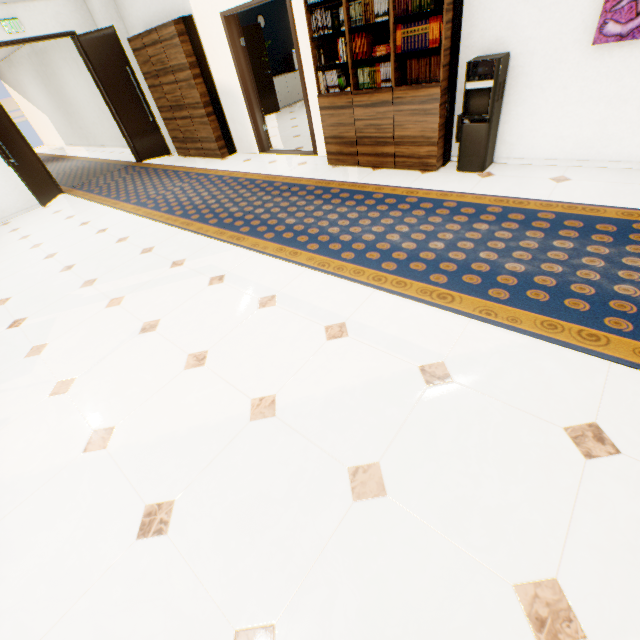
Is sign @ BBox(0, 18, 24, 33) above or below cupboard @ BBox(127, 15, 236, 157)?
above

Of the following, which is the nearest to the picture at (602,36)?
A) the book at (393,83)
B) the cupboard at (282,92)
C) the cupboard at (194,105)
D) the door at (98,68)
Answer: the book at (393,83)

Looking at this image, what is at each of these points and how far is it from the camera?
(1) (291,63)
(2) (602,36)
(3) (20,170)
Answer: (1) printer, 10.1m
(2) picture, 2.9m
(3) door, 6.2m

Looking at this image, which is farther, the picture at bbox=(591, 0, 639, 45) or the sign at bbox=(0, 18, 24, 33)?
the sign at bbox=(0, 18, 24, 33)

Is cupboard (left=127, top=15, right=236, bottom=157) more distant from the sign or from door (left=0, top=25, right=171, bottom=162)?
the sign

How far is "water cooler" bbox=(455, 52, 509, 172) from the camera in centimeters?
329cm

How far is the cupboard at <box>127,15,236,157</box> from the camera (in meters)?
5.66

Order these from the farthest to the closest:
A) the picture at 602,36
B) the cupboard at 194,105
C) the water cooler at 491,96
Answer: the cupboard at 194,105 < the water cooler at 491,96 < the picture at 602,36
